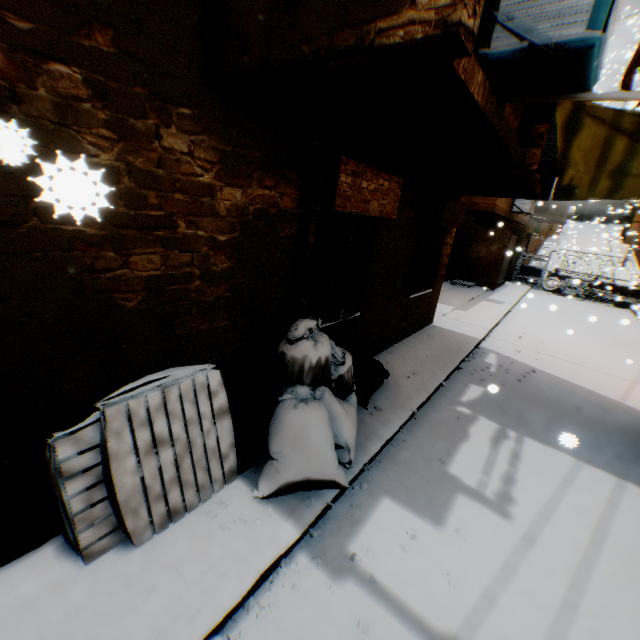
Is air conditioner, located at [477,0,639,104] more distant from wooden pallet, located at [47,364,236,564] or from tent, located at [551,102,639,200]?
wooden pallet, located at [47,364,236,564]

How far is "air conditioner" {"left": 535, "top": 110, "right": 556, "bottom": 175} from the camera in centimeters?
515cm

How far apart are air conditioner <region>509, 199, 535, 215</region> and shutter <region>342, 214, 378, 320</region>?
10.5m

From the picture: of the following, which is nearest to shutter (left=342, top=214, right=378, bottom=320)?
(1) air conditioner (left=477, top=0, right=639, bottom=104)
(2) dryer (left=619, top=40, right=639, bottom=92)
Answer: (1) air conditioner (left=477, top=0, right=639, bottom=104)

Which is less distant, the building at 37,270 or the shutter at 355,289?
the building at 37,270

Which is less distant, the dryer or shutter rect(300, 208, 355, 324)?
the dryer

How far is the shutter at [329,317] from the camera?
4.0m

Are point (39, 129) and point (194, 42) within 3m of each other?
yes
